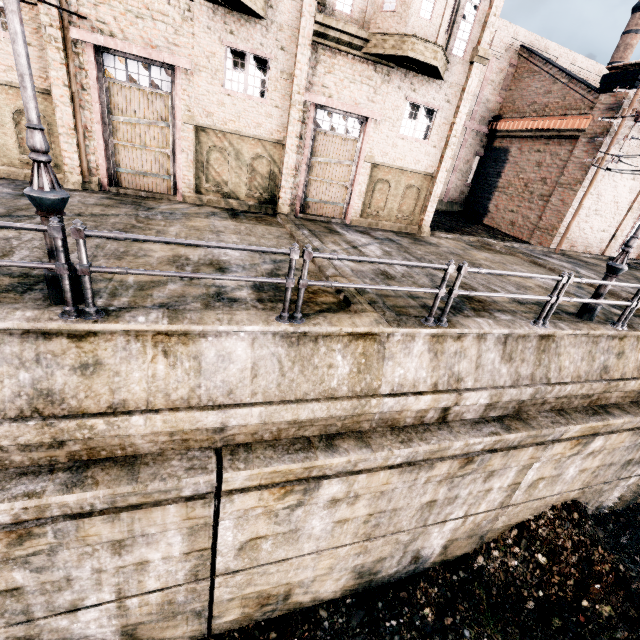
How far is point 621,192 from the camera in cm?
2155

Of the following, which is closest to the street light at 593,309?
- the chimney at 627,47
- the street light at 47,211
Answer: the street light at 47,211

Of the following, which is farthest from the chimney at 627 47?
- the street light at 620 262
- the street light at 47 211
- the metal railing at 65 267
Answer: the street light at 47 211

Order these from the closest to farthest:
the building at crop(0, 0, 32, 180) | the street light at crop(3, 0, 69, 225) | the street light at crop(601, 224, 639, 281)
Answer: the street light at crop(3, 0, 69, 225) < the street light at crop(601, 224, 639, 281) < the building at crop(0, 0, 32, 180)

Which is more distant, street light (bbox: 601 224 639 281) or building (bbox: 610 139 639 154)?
building (bbox: 610 139 639 154)

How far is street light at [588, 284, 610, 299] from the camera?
8.6m

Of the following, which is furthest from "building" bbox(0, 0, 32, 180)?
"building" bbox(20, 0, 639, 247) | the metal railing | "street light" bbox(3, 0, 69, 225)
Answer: the metal railing

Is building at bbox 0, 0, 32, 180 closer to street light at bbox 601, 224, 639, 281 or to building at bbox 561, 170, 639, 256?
building at bbox 561, 170, 639, 256
